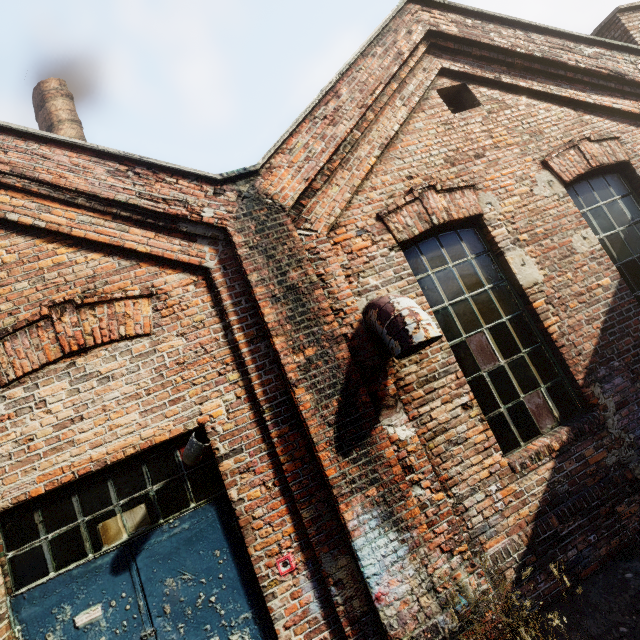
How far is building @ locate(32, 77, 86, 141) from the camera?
6.1m

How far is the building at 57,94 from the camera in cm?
607

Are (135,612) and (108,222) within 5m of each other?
yes
